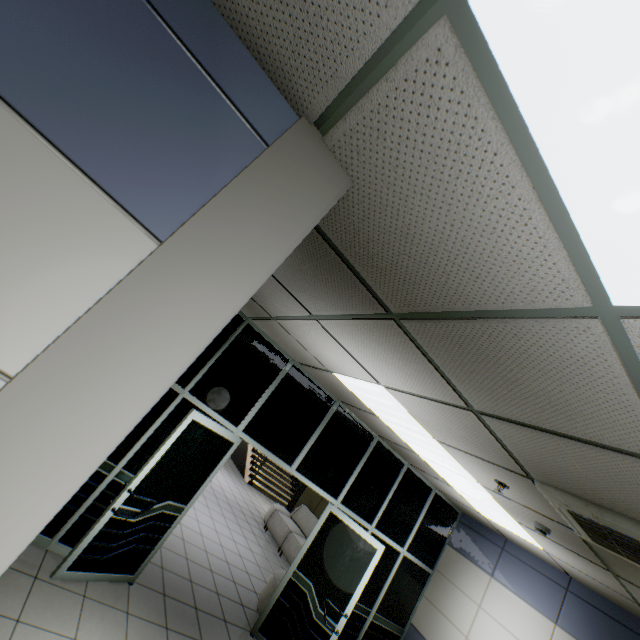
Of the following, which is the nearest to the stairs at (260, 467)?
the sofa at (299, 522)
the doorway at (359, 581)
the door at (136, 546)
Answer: the sofa at (299, 522)

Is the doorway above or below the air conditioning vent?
below

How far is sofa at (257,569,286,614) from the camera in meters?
4.8

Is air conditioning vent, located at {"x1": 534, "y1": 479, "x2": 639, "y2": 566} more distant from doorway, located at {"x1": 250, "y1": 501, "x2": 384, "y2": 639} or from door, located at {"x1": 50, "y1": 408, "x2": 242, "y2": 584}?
door, located at {"x1": 50, "y1": 408, "x2": 242, "y2": 584}

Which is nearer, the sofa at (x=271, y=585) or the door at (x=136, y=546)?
the door at (x=136, y=546)

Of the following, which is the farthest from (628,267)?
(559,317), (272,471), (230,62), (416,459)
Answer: (272,471)

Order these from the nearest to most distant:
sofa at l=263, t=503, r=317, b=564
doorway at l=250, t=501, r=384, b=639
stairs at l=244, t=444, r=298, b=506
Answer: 1. doorway at l=250, t=501, r=384, b=639
2. sofa at l=263, t=503, r=317, b=564
3. stairs at l=244, t=444, r=298, b=506
